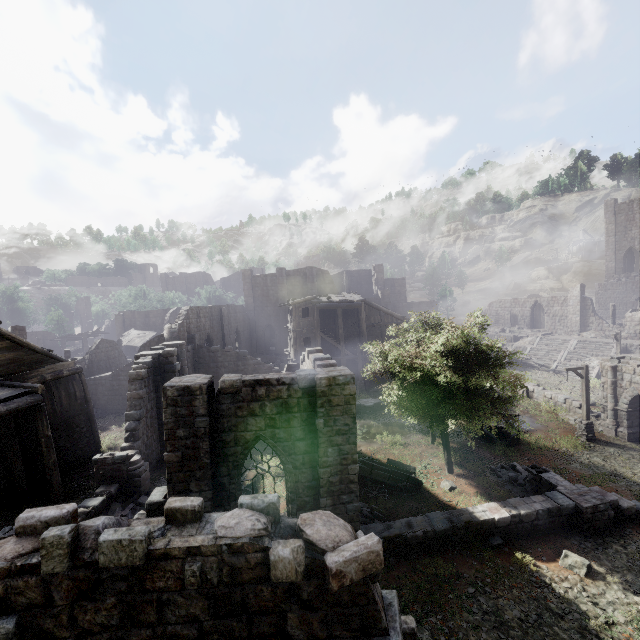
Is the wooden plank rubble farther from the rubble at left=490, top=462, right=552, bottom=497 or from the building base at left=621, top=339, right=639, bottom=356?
the building base at left=621, top=339, right=639, bottom=356

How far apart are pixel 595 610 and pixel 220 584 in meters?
11.7

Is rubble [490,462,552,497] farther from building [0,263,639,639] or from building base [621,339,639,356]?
building base [621,339,639,356]

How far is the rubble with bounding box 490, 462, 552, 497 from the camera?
14.7m

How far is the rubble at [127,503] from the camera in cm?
1282

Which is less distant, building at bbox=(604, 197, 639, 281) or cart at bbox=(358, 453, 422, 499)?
cart at bbox=(358, 453, 422, 499)

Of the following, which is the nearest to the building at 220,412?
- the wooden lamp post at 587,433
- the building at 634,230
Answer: the building at 634,230

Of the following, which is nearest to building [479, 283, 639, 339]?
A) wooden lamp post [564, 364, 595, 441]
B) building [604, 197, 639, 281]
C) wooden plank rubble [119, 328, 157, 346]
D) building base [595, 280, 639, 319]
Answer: building [604, 197, 639, 281]
